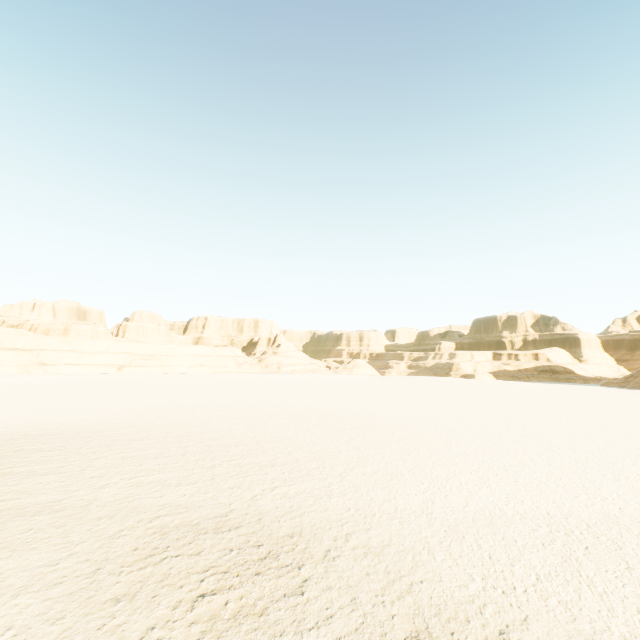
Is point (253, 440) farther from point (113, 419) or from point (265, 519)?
point (113, 419)
